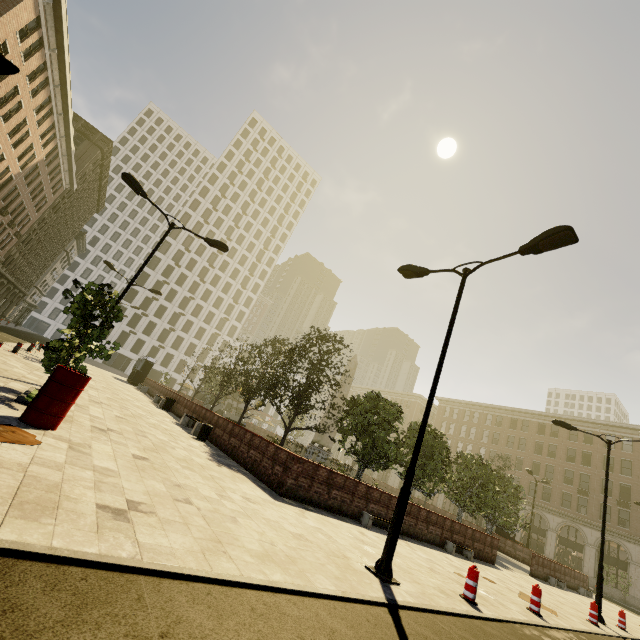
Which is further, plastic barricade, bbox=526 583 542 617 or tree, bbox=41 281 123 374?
plastic barricade, bbox=526 583 542 617

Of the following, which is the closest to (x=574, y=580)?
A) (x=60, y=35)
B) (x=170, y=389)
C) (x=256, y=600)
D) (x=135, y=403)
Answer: (x=256, y=600)

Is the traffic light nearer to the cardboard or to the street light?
the cardboard

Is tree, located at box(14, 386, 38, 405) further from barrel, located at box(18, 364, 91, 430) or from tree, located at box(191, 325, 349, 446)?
tree, located at box(191, 325, 349, 446)

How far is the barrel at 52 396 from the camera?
5.99m

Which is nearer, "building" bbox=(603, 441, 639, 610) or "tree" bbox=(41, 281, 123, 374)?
Result: "tree" bbox=(41, 281, 123, 374)

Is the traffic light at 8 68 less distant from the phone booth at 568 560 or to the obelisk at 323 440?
the obelisk at 323 440

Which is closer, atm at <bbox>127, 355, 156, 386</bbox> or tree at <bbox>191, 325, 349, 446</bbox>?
tree at <bbox>191, 325, 349, 446</bbox>
